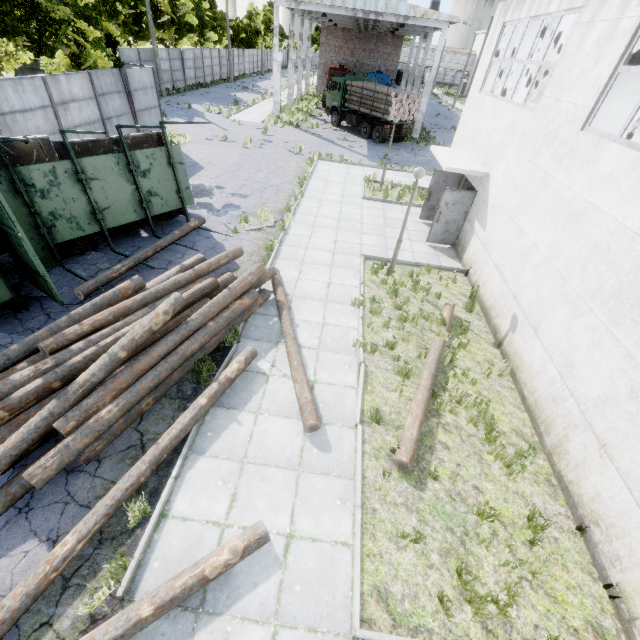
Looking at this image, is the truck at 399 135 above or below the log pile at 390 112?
below

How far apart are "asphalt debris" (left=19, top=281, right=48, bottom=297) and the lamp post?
8.7 meters

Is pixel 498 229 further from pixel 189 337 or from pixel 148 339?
pixel 148 339

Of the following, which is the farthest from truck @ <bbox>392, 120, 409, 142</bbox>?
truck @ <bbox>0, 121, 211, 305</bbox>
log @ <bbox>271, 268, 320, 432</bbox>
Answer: log @ <bbox>271, 268, 320, 432</bbox>

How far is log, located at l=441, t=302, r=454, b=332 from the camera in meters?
8.6 m

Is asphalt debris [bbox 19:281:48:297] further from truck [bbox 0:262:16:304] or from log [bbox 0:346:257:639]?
log [bbox 0:346:257:639]

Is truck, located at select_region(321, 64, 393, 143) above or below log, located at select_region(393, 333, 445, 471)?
above

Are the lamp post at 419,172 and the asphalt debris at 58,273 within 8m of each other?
no
